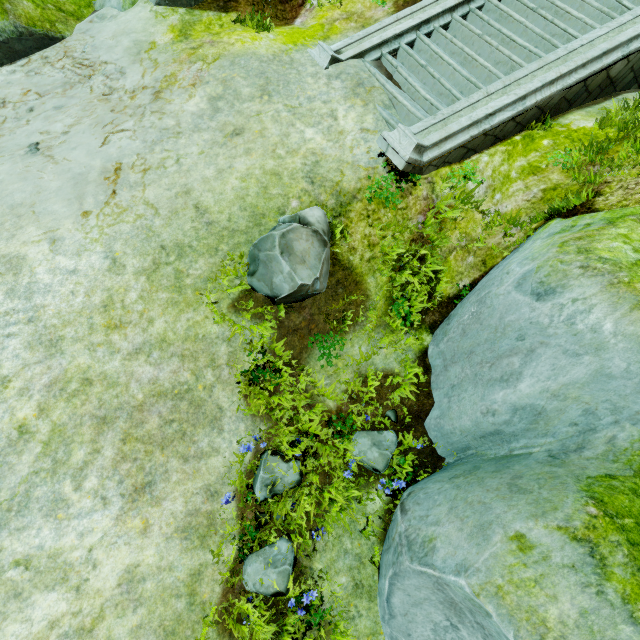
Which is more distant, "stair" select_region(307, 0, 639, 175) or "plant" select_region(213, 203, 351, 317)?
"stair" select_region(307, 0, 639, 175)

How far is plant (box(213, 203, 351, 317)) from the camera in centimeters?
386cm

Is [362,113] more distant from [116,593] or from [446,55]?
[116,593]

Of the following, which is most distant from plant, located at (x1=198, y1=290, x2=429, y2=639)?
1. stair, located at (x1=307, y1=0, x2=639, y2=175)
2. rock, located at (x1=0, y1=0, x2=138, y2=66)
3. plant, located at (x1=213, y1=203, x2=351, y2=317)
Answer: stair, located at (x1=307, y1=0, x2=639, y2=175)

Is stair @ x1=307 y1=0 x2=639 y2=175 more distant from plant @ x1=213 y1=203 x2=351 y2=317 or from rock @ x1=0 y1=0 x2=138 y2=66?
plant @ x1=213 y1=203 x2=351 y2=317

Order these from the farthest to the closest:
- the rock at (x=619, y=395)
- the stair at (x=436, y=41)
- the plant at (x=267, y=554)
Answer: the stair at (x=436, y=41) < the plant at (x=267, y=554) < the rock at (x=619, y=395)

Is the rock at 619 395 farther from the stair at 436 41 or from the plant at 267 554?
the plant at 267 554

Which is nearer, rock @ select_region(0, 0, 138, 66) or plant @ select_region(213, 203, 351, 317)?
plant @ select_region(213, 203, 351, 317)
